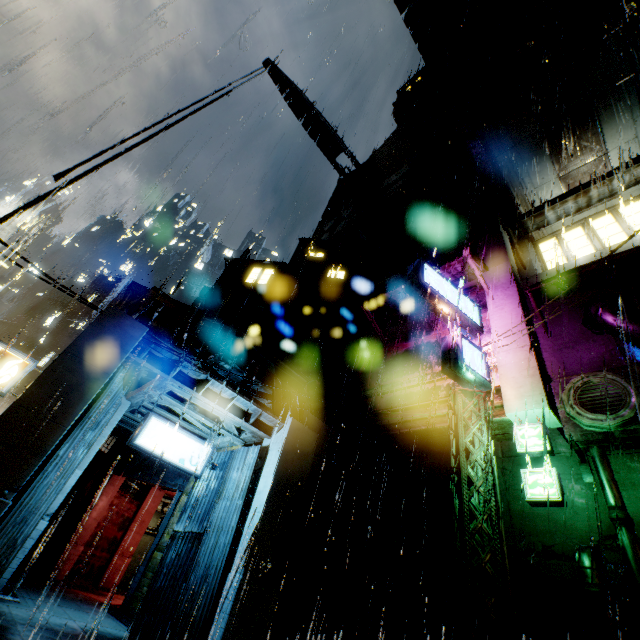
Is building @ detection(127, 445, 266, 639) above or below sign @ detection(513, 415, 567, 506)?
below

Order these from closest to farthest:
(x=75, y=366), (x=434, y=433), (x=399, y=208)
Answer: (x=75, y=366) < (x=434, y=433) < (x=399, y=208)

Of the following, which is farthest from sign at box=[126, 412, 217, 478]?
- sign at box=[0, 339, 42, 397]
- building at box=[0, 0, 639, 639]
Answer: sign at box=[0, 339, 42, 397]

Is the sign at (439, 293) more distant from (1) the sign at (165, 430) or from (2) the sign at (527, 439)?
(1) the sign at (165, 430)

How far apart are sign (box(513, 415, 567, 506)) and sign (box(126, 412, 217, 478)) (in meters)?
10.19

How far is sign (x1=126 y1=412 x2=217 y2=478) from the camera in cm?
1032

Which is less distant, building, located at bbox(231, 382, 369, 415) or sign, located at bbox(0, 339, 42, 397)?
sign, located at bbox(0, 339, 42, 397)

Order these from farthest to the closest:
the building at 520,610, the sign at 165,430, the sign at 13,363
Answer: the sign at 165,430, the sign at 13,363, the building at 520,610
